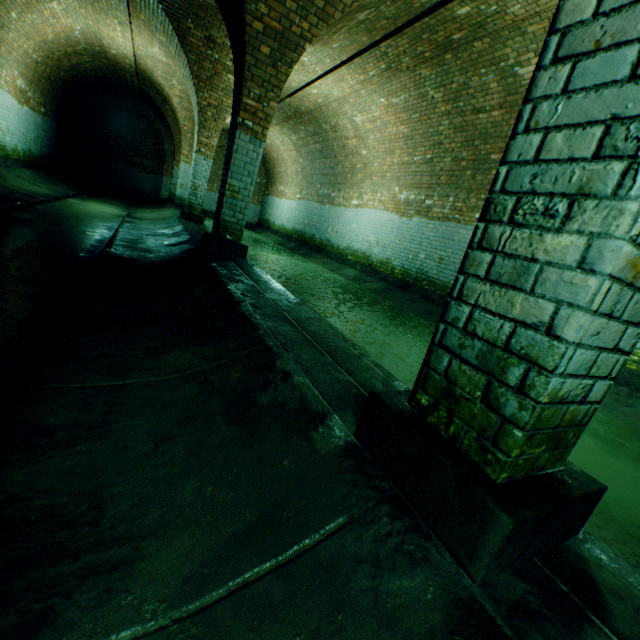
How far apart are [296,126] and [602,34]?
13.28m
